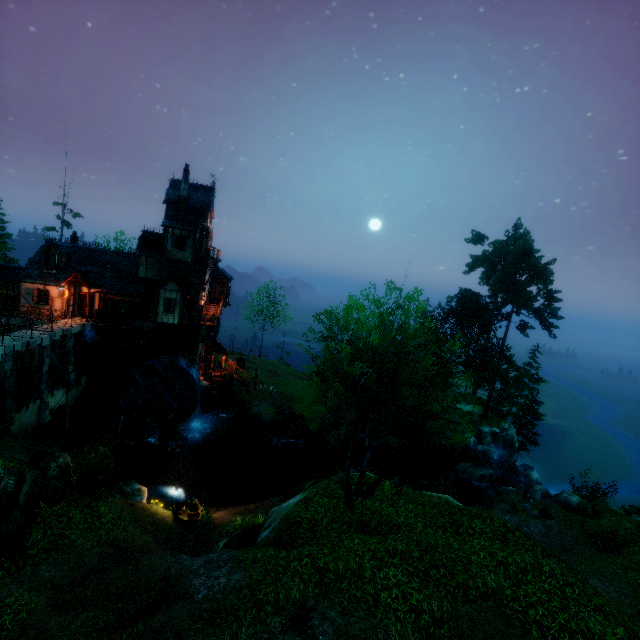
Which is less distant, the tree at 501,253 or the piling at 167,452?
the tree at 501,253

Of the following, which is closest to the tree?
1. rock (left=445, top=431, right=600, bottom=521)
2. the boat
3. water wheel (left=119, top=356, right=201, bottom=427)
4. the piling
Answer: rock (left=445, top=431, right=600, bottom=521)

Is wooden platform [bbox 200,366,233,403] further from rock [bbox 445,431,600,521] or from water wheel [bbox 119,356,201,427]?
rock [bbox 445,431,600,521]

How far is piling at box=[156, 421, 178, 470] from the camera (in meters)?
26.55

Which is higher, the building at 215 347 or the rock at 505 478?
the building at 215 347

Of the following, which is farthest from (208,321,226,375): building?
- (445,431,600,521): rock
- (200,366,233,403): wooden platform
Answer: (445,431,600,521): rock

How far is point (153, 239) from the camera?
29.8 meters

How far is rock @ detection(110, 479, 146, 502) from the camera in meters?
16.9 m
